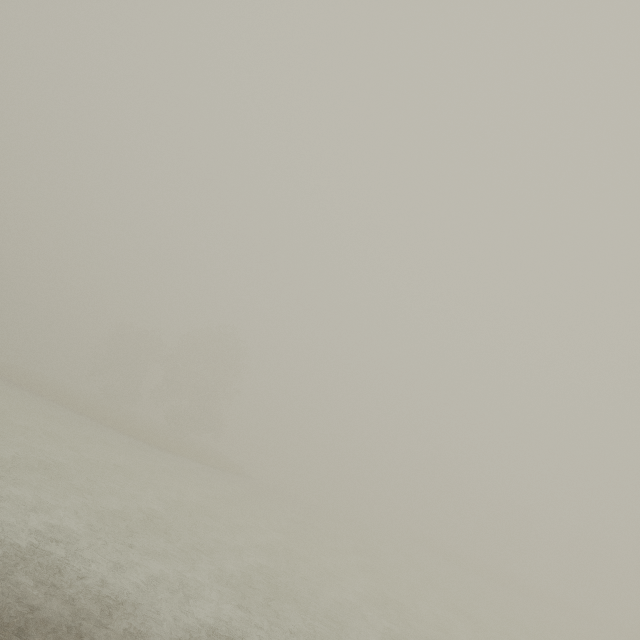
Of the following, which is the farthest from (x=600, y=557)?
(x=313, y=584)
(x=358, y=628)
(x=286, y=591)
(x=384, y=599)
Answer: (x=286, y=591)
